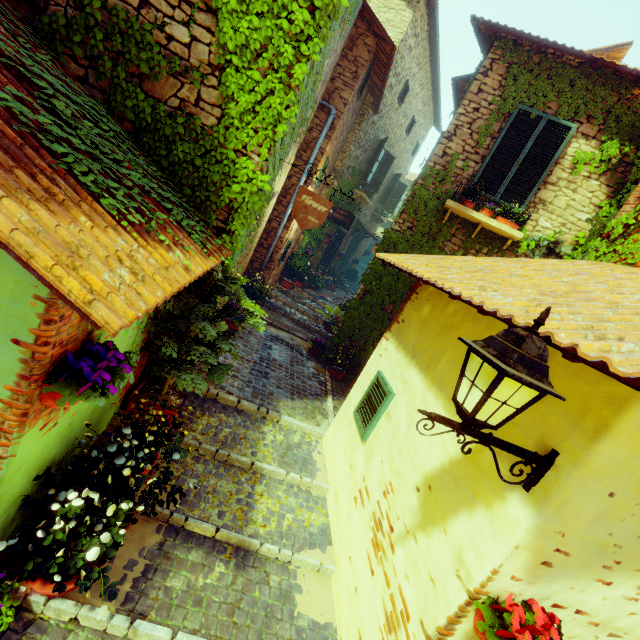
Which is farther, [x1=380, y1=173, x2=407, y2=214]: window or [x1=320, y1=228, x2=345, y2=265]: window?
[x1=380, y1=173, x2=407, y2=214]: window

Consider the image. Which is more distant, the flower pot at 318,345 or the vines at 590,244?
the flower pot at 318,345

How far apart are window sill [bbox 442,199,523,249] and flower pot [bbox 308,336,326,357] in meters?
3.7 m

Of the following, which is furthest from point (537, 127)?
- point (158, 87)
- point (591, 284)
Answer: point (158, 87)

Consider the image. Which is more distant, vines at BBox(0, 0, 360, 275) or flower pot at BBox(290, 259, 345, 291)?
flower pot at BBox(290, 259, 345, 291)

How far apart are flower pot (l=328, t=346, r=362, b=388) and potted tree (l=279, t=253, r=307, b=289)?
4.8m

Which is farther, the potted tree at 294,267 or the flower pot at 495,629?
the potted tree at 294,267

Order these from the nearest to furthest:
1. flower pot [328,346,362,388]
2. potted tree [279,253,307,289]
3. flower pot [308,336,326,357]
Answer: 1. flower pot [328,346,362,388]
2. flower pot [308,336,326,357]
3. potted tree [279,253,307,289]
